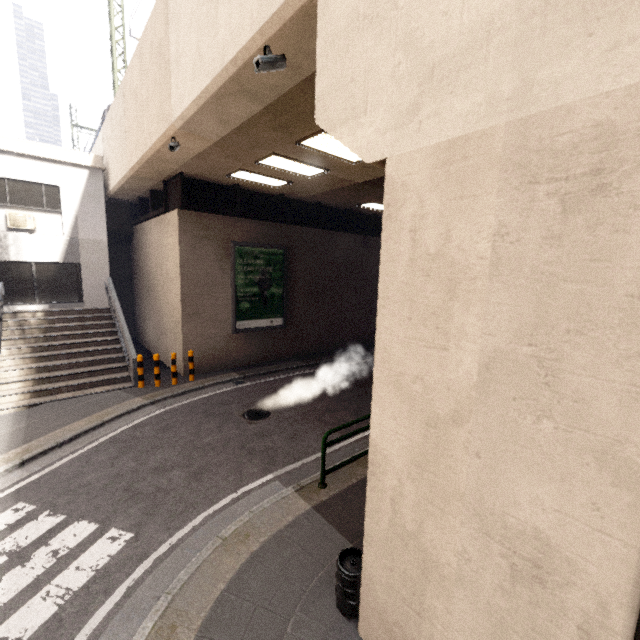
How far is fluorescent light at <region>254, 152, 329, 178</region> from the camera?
8.6m

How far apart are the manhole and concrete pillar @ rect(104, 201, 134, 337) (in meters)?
11.83

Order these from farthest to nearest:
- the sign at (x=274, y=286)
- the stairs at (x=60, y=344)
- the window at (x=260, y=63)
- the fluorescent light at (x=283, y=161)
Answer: the sign at (x=274, y=286) → the stairs at (x=60, y=344) → the fluorescent light at (x=283, y=161) → the window at (x=260, y=63)

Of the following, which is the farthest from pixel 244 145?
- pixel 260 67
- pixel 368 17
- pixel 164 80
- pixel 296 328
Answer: pixel 296 328

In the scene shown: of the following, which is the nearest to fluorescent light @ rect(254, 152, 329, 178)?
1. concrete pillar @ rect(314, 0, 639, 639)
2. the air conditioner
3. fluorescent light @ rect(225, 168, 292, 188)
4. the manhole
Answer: fluorescent light @ rect(225, 168, 292, 188)

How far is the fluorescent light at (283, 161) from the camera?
8.62m

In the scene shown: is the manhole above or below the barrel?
below

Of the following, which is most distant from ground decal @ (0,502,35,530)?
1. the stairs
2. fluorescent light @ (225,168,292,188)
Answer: fluorescent light @ (225,168,292,188)
